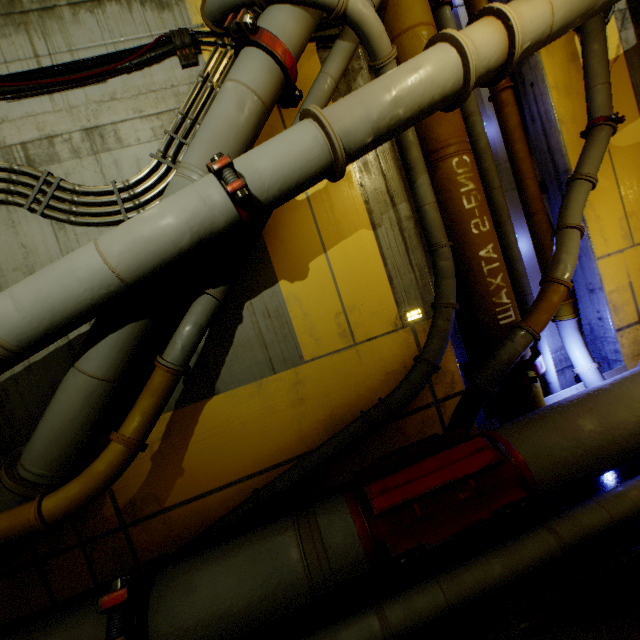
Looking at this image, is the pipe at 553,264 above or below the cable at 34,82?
below

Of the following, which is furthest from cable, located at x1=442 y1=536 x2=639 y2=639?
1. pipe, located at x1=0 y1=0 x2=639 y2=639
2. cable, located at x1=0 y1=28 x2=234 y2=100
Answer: cable, located at x1=0 y1=28 x2=234 y2=100

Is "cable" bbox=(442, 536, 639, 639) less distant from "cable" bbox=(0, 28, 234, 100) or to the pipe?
the pipe

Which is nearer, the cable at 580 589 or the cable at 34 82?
the cable at 580 589

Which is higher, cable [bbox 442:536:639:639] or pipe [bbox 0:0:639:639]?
pipe [bbox 0:0:639:639]

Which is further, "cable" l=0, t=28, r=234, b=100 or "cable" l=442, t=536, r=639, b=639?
"cable" l=0, t=28, r=234, b=100

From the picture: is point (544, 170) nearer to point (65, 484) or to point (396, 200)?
point (396, 200)
